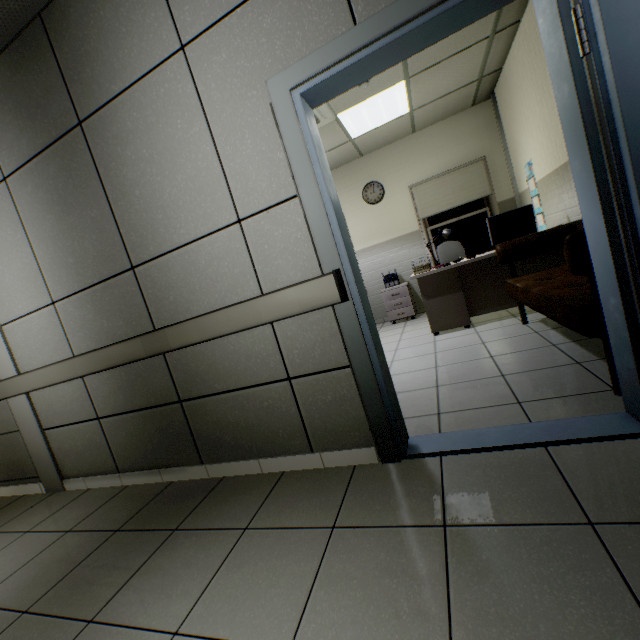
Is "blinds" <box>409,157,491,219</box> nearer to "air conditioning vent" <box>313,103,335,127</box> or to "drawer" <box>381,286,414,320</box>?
"drawer" <box>381,286,414,320</box>

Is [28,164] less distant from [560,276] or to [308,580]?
[308,580]

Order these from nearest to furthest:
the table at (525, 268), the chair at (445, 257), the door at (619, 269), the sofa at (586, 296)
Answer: the door at (619, 269) < the sofa at (586, 296) < the table at (525, 268) < the chair at (445, 257)

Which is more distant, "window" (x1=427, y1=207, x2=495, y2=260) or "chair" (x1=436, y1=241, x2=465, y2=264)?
"window" (x1=427, y1=207, x2=495, y2=260)

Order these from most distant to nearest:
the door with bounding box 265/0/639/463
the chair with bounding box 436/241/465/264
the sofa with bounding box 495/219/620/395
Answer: the chair with bounding box 436/241/465/264 < the sofa with bounding box 495/219/620/395 < the door with bounding box 265/0/639/463

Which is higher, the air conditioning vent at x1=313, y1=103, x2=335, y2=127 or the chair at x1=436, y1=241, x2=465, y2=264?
the air conditioning vent at x1=313, y1=103, x2=335, y2=127

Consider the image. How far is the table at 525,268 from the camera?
3.8 meters

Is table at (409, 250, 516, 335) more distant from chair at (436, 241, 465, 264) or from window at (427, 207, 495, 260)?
window at (427, 207, 495, 260)
